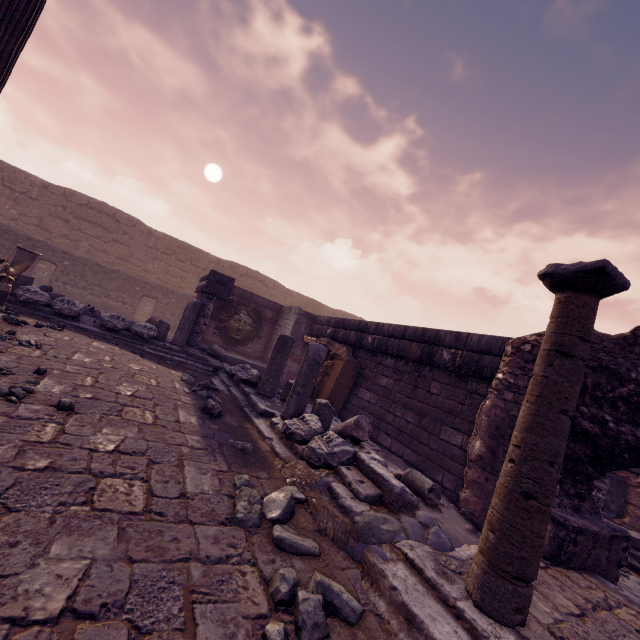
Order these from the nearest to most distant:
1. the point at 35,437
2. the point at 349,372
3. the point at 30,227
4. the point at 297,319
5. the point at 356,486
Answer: the point at 35,437, the point at 356,486, the point at 349,372, the point at 297,319, the point at 30,227

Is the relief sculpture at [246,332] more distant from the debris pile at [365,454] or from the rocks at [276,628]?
the rocks at [276,628]

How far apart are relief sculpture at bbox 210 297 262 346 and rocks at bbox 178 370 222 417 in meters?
6.0 m

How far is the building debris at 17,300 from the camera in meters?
4.1

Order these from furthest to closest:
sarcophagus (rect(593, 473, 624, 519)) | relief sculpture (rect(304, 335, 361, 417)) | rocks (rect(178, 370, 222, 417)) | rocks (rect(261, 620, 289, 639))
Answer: relief sculpture (rect(304, 335, 361, 417)) < sarcophagus (rect(593, 473, 624, 519)) < rocks (rect(178, 370, 222, 417)) < rocks (rect(261, 620, 289, 639))

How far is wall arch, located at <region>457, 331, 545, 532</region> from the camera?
4.37m

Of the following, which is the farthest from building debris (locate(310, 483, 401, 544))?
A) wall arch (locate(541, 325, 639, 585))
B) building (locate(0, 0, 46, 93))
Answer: building (locate(0, 0, 46, 93))

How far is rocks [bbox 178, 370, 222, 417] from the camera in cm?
473
